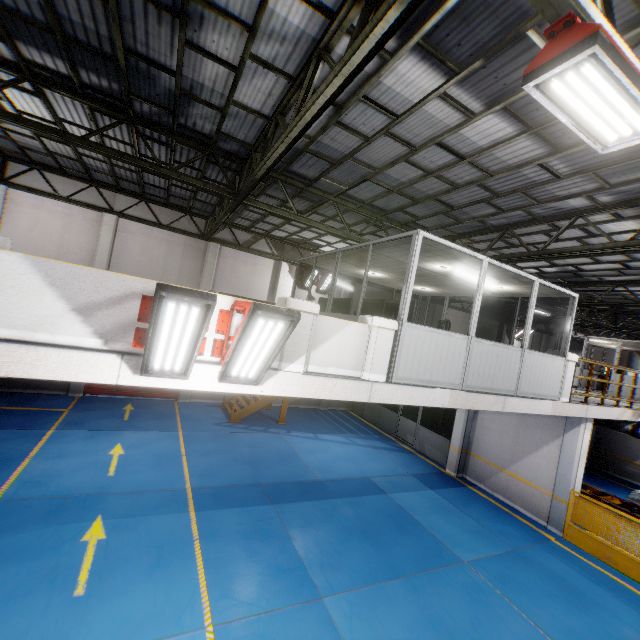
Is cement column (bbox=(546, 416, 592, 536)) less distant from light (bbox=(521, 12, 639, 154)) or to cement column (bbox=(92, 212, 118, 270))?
light (bbox=(521, 12, 639, 154))

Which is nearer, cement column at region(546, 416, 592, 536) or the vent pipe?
cement column at region(546, 416, 592, 536)

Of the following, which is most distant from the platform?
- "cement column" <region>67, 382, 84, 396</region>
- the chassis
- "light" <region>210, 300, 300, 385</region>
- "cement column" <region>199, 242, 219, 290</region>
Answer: "cement column" <region>67, 382, 84, 396</region>

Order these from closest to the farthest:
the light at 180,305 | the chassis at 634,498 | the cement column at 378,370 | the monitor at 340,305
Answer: the light at 180,305, the cement column at 378,370, the monitor at 340,305, the chassis at 634,498

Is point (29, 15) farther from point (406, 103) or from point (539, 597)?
point (539, 597)

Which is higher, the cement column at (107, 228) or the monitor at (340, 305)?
the cement column at (107, 228)

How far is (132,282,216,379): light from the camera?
3.3m

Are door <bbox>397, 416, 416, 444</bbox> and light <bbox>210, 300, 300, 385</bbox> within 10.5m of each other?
no
